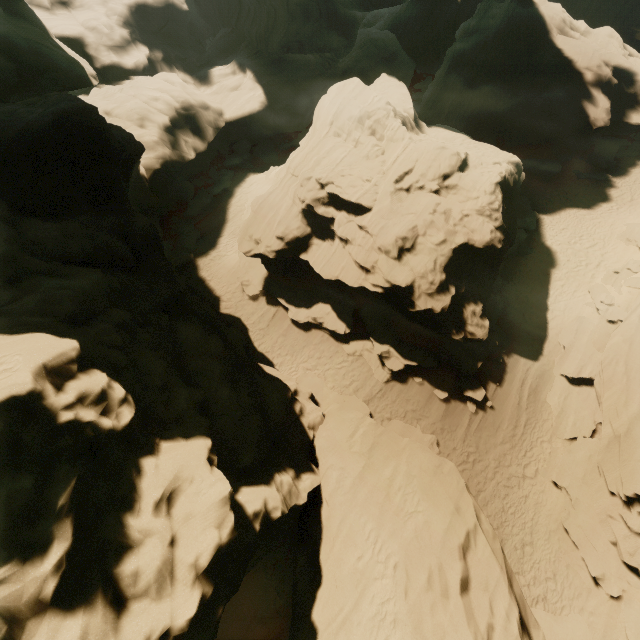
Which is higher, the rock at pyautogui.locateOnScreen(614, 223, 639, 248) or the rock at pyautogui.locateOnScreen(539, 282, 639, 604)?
the rock at pyautogui.locateOnScreen(614, 223, 639, 248)

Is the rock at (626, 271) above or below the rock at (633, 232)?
below

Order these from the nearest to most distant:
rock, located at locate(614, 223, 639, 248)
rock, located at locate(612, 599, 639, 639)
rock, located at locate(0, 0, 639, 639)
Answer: rock, located at locate(0, 0, 639, 639), rock, located at locate(612, 599, 639, 639), rock, located at locate(614, 223, 639, 248)

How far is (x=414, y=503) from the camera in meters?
10.6 m

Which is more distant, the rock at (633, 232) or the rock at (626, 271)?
the rock at (633, 232)

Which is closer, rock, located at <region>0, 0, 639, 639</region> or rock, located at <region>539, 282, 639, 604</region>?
rock, located at <region>0, 0, 639, 639</region>
